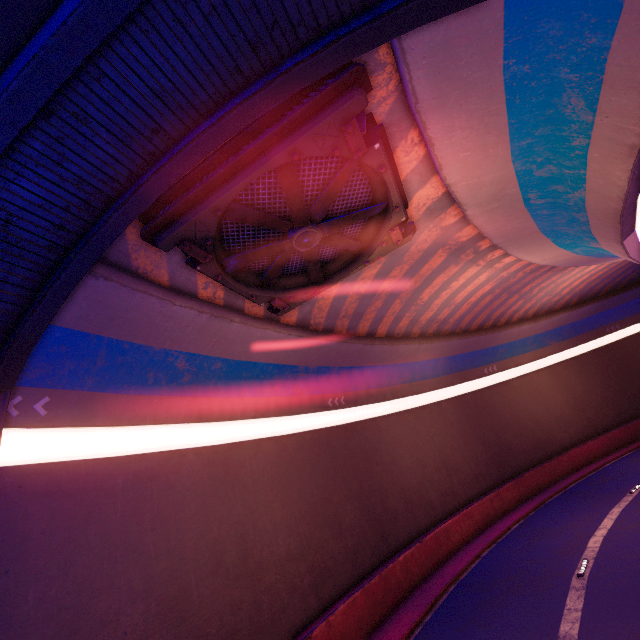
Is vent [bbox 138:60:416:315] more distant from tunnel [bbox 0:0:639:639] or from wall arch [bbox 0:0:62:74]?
wall arch [bbox 0:0:62:74]

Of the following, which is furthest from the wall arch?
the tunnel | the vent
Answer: the vent

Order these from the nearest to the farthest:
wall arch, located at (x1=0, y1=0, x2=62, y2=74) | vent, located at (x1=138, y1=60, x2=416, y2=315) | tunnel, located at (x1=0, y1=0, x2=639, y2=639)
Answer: wall arch, located at (x1=0, y1=0, x2=62, y2=74), tunnel, located at (x1=0, y1=0, x2=639, y2=639), vent, located at (x1=138, y1=60, x2=416, y2=315)

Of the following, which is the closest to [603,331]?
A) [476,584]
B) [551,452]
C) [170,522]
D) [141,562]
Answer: [551,452]

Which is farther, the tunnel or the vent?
the vent

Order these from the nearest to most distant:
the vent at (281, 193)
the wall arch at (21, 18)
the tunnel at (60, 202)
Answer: the wall arch at (21, 18), the tunnel at (60, 202), the vent at (281, 193)

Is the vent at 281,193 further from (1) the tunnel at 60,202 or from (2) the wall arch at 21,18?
(2) the wall arch at 21,18
